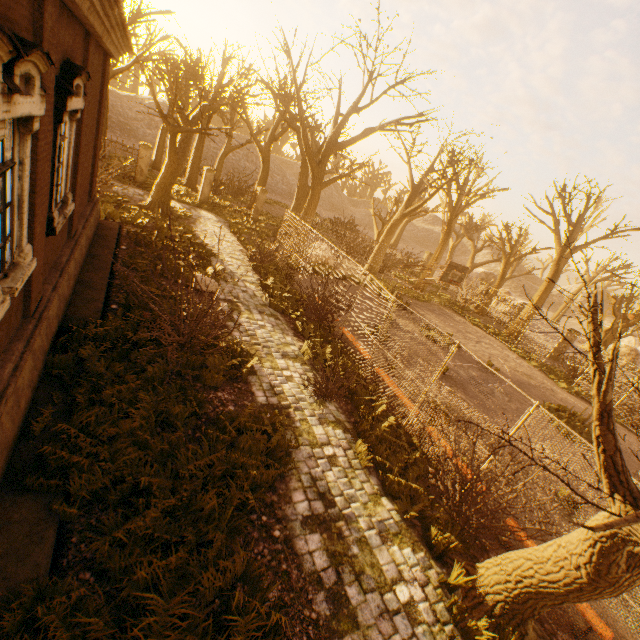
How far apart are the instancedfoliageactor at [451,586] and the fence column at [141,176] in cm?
2477

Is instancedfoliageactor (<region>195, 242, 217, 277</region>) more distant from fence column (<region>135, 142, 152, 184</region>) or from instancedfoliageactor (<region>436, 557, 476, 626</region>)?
instancedfoliageactor (<region>436, 557, 476, 626</region>)

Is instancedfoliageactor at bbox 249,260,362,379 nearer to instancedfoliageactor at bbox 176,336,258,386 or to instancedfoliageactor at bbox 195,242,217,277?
instancedfoliageactor at bbox 195,242,217,277

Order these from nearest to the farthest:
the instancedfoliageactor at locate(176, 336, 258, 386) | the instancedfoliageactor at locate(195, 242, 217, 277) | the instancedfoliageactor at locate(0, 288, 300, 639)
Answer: the instancedfoliageactor at locate(0, 288, 300, 639), the instancedfoliageactor at locate(176, 336, 258, 386), the instancedfoliageactor at locate(195, 242, 217, 277)

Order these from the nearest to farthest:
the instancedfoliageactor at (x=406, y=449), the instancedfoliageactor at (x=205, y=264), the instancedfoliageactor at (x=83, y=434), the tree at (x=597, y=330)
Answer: the tree at (x=597, y=330) → the instancedfoliageactor at (x=83, y=434) → the instancedfoliageactor at (x=406, y=449) → the instancedfoliageactor at (x=205, y=264)

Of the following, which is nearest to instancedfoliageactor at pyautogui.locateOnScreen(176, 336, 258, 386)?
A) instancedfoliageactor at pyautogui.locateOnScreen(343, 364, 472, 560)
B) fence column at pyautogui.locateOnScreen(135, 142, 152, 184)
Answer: instancedfoliageactor at pyautogui.locateOnScreen(343, 364, 472, 560)

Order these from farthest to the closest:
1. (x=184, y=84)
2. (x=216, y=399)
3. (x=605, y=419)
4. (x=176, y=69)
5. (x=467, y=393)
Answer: (x=184, y=84) → (x=176, y=69) → (x=467, y=393) → (x=216, y=399) → (x=605, y=419)

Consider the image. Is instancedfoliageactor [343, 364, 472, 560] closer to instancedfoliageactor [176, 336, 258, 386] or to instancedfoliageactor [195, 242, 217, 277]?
instancedfoliageactor [176, 336, 258, 386]
